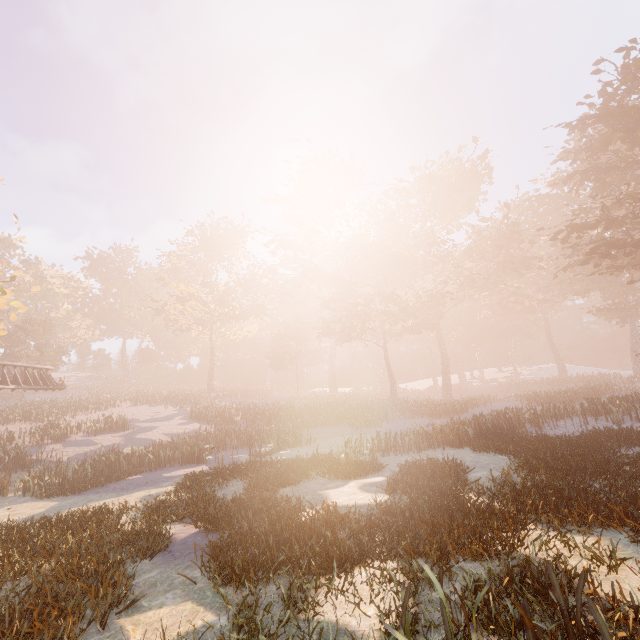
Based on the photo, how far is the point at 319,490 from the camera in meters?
11.1 m

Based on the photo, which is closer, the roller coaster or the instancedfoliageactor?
the instancedfoliageactor

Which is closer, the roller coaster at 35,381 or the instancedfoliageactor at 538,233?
the instancedfoliageactor at 538,233
